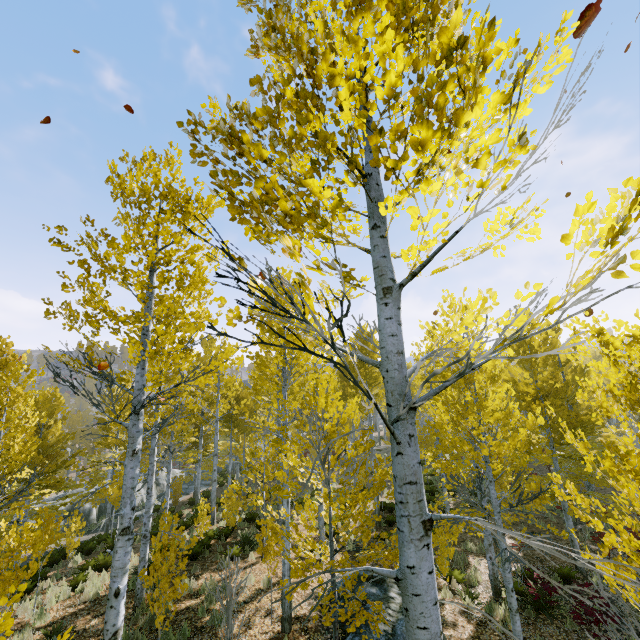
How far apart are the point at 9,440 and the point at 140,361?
6.2 meters

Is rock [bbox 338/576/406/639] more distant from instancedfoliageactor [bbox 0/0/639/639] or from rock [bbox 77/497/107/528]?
rock [bbox 77/497/107/528]

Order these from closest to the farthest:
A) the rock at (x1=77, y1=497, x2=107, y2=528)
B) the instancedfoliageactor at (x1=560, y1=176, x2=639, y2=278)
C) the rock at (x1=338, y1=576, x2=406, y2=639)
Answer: the instancedfoliageactor at (x1=560, y1=176, x2=639, y2=278) → the rock at (x1=338, y1=576, x2=406, y2=639) → the rock at (x1=77, y1=497, x2=107, y2=528)

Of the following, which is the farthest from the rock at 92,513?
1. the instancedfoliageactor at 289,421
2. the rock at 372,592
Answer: the rock at 372,592

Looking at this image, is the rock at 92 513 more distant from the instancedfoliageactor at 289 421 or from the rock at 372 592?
the rock at 372 592

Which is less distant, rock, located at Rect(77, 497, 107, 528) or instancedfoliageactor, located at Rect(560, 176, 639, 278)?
instancedfoliageactor, located at Rect(560, 176, 639, 278)

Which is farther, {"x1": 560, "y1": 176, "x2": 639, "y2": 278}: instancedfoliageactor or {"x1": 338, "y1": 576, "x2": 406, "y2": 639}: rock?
{"x1": 338, "y1": 576, "x2": 406, "y2": 639}: rock

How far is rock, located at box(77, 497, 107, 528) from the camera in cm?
2418
